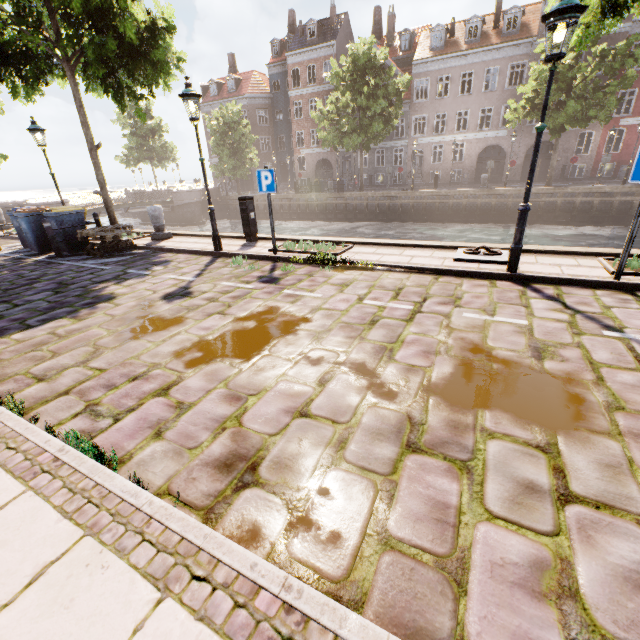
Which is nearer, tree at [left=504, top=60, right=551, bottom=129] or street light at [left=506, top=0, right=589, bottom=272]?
street light at [left=506, top=0, right=589, bottom=272]

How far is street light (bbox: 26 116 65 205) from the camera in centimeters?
1022cm

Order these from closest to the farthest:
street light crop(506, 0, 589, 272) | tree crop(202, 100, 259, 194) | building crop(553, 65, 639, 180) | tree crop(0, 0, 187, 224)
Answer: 1. street light crop(506, 0, 589, 272)
2. tree crop(0, 0, 187, 224)
3. building crop(553, 65, 639, 180)
4. tree crop(202, 100, 259, 194)

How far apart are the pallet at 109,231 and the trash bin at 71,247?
0.7 meters

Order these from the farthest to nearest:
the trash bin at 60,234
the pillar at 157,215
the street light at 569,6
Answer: the pillar at 157,215, the trash bin at 60,234, the street light at 569,6

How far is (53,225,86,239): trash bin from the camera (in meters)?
9.80

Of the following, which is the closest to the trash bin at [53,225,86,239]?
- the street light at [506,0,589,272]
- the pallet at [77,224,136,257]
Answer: the pallet at [77,224,136,257]

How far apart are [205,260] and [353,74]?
24.5 meters
